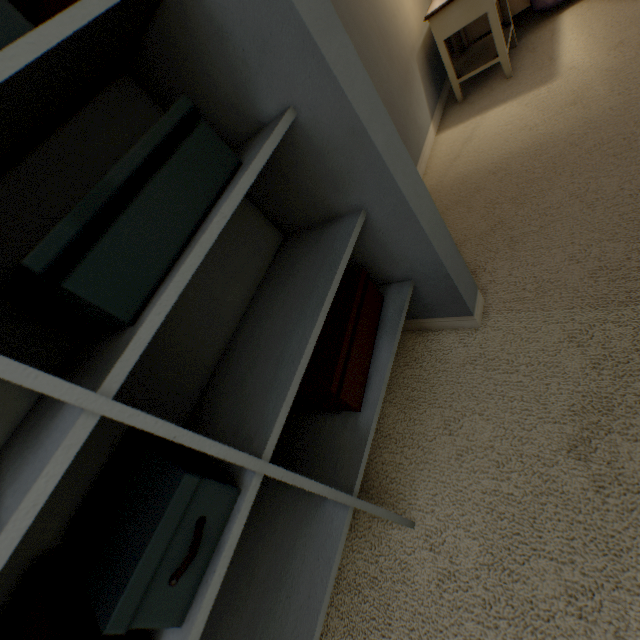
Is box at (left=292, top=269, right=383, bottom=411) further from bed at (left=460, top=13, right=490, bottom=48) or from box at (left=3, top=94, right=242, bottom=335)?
bed at (left=460, top=13, right=490, bottom=48)

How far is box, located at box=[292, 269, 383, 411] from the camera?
0.8 meters

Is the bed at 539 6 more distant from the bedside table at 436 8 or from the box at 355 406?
the box at 355 406

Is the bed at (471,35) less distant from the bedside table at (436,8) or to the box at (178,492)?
the bedside table at (436,8)

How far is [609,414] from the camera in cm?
81

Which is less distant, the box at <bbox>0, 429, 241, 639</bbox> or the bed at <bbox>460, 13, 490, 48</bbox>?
the box at <bbox>0, 429, 241, 639</bbox>

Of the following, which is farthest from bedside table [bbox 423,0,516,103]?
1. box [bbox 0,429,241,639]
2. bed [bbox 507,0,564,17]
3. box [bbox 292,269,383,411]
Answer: box [bbox 0,429,241,639]
